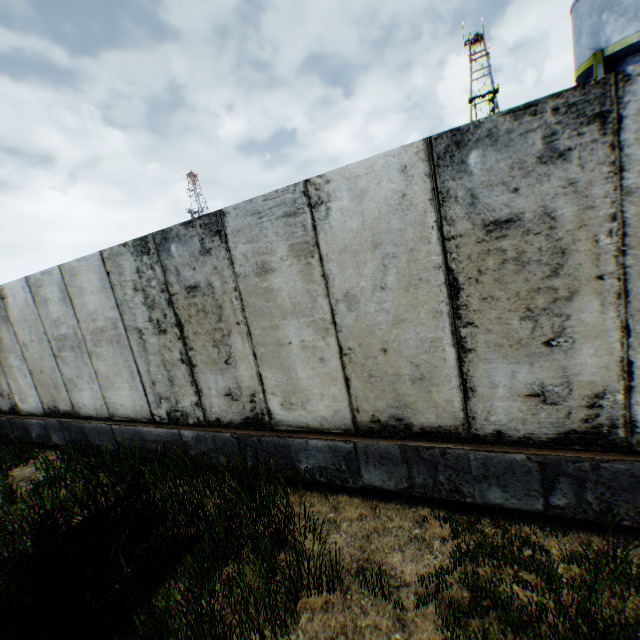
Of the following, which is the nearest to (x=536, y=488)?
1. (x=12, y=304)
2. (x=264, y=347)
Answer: (x=264, y=347)
